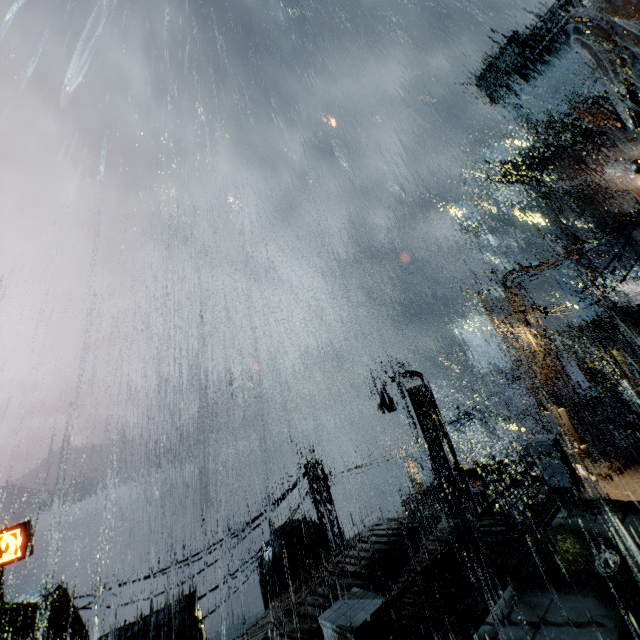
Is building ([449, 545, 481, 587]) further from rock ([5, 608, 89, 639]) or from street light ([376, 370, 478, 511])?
rock ([5, 608, 89, 639])

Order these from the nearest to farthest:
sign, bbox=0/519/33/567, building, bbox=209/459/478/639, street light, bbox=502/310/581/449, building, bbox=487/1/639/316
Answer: building, bbox=209/459/478/639 < street light, bbox=502/310/581/449 < sign, bbox=0/519/33/567 < building, bbox=487/1/639/316

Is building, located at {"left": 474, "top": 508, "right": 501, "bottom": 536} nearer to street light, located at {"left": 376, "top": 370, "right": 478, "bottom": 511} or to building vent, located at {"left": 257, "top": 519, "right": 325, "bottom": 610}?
building vent, located at {"left": 257, "top": 519, "right": 325, "bottom": 610}

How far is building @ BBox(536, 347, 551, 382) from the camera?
15.9m

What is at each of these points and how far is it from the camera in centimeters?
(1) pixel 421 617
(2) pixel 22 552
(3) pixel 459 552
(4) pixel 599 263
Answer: (1) building, 820cm
(2) sign, 1592cm
(3) building, 1056cm
(4) building, 4900cm

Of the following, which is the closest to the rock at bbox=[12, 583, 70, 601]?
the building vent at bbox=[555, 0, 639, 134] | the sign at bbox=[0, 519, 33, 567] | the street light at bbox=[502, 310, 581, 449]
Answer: the sign at bbox=[0, 519, 33, 567]

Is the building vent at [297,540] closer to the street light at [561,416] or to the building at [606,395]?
the building at [606,395]

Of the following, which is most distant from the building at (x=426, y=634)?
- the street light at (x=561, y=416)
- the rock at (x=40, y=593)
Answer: the rock at (x=40, y=593)
